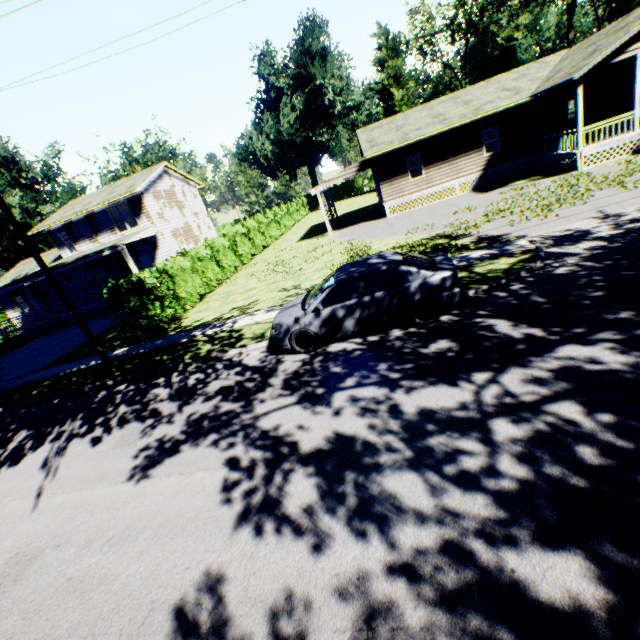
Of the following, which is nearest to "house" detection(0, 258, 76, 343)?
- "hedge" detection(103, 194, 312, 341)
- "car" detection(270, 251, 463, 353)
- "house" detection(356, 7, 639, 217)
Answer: "hedge" detection(103, 194, 312, 341)

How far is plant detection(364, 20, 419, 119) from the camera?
43.8m

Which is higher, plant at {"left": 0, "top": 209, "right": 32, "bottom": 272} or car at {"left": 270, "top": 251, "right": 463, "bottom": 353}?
plant at {"left": 0, "top": 209, "right": 32, "bottom": 272}

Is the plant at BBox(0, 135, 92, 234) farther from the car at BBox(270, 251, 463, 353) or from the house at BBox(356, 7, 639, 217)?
the car at BBox(270, 251, 463, 353)

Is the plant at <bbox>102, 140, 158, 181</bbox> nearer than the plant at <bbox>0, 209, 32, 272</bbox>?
No

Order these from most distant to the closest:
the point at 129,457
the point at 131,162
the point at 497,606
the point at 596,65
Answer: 1. the point at 131,162
2. the point at 596,65
3. the point at 129,457
4. the point at 497,606

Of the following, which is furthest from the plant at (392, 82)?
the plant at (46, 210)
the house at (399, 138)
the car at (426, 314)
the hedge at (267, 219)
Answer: the car at (426, 314)

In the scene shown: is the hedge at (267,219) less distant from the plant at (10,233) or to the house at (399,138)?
the house at (399,138)
